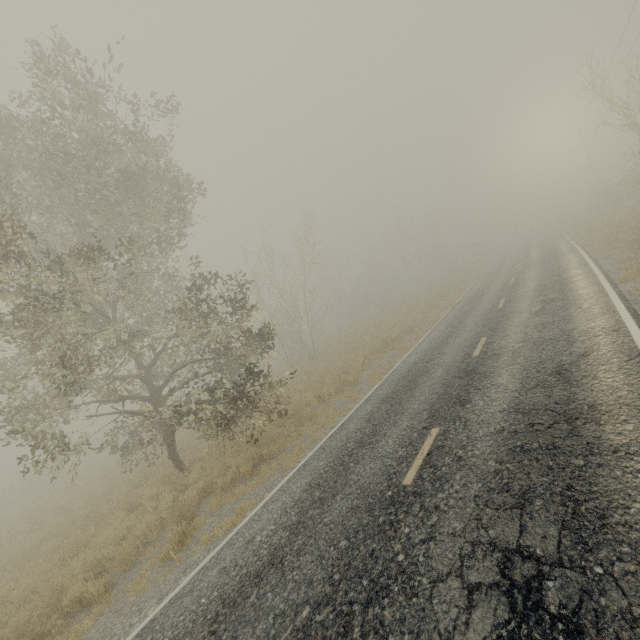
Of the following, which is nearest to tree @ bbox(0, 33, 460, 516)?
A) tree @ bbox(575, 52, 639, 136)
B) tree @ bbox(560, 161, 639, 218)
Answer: tree @ bbox(575, 52, 639, 136)

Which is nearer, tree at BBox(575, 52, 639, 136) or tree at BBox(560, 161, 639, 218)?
tree at BBox(575, 52, 639, 136)

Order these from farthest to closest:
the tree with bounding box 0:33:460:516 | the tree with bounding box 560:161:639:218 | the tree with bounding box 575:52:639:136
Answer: the tree with bounding box 560:161:639:218 < the tree with bounding box 575:52:639:136 < the tree with bounding box 0:33:460:516

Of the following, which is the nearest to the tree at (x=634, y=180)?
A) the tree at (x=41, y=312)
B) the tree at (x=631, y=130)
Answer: the tree at (x=631, y=130)

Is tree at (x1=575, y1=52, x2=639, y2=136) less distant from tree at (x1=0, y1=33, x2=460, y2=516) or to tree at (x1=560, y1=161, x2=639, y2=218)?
tree at (x1=0, y1=33, x2=460, y2=516)

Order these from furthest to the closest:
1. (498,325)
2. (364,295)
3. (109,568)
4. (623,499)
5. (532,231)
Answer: (532,231) → (364,295) → (498,325) → (109,568) → (623,499)

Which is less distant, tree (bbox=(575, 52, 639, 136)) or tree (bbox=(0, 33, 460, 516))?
tree (bbox=(0, 33, 460, 516))
